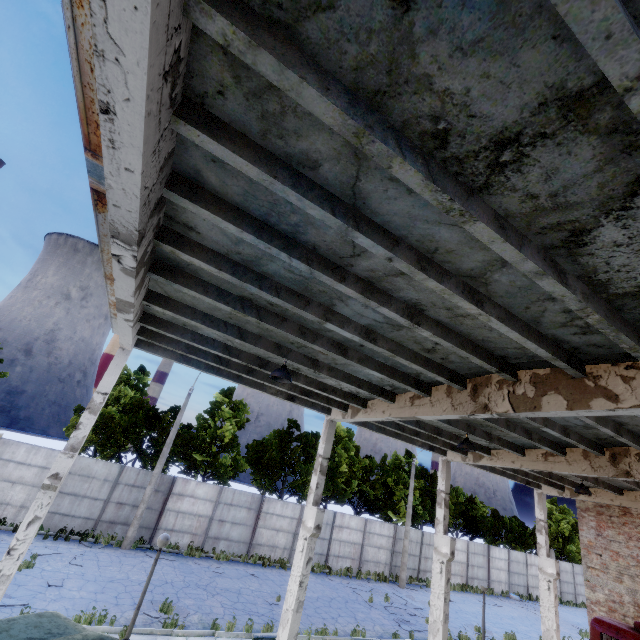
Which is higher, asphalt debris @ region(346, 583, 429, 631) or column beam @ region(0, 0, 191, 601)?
column beam @ region(0, 0, 191, 601)

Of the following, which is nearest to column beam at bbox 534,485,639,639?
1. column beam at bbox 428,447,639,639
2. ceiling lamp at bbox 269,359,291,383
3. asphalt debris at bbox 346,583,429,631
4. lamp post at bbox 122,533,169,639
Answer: asphalt debris at bbox 346,583,429,631

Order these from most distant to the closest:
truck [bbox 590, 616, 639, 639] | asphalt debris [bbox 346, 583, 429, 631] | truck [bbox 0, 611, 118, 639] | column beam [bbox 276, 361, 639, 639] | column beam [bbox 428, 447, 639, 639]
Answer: asphalt debris [bbox 346, 583, 429, 631]
truck [bbox 590, 616, 639, 639]
column beam [bbox 428, 447, 639, 639]
column beam [bbox 276, 361, 639, 639]
truck [bbox 0, 611, 118, 639]

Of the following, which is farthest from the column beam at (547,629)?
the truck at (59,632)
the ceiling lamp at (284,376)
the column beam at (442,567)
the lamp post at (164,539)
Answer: the lamp post at (164,539)

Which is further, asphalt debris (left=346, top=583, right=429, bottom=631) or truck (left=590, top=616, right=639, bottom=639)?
asphalt debris (left=346, top=583, right=429, bottom=631)

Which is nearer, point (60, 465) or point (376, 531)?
point (60, 465)

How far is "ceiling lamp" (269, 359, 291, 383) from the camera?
7.3 meters

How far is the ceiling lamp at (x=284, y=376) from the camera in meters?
7.3 m
